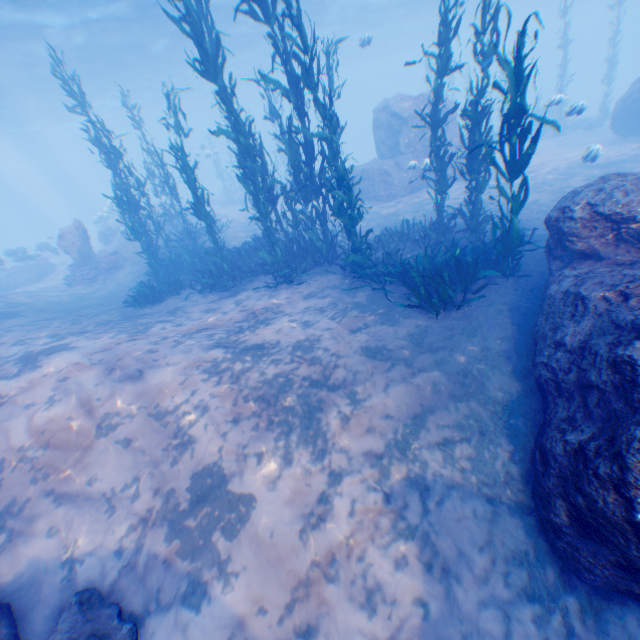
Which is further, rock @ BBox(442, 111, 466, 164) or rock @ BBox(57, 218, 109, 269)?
rock @ BBox(57, 218, 109, 269)

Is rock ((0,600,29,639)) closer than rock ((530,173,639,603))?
No

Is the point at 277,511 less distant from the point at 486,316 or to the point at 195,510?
the point at 195,510

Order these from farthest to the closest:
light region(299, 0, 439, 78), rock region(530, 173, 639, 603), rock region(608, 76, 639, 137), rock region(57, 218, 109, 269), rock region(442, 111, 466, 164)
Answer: light region(299, 0, 439, 78) < rock region(57, 218, 109, 269) < rock region(608, 76, 639, 137) < rock region(442, 111, 466, 164) < rock region(530, 173, 639, 603)

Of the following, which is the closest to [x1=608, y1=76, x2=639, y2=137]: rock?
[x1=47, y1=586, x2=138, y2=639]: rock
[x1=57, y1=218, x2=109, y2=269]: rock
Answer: [x1=47, y1=586, x2=138, y2=639]: rock

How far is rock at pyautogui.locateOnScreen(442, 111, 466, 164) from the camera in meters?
11.7 m

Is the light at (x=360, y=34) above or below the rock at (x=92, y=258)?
above

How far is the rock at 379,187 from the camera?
16.7 meters
